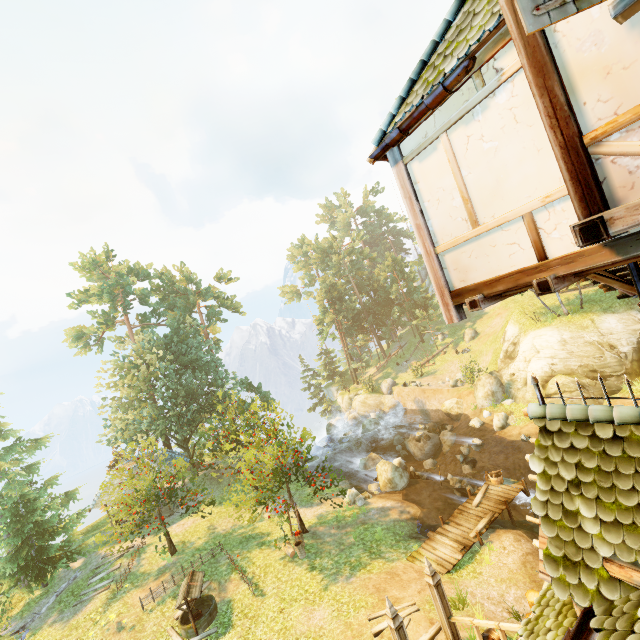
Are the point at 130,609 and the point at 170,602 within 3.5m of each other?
yes

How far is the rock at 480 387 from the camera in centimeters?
2644cm

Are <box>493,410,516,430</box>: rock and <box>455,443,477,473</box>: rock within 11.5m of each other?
yes

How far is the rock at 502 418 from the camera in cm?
2323

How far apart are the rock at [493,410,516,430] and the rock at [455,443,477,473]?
2.2 meters

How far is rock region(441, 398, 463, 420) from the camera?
29.2 meters

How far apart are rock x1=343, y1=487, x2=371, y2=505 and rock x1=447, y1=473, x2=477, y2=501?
4.9 meters

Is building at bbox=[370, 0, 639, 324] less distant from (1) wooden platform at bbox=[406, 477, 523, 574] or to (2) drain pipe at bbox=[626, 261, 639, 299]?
(2) drain pipe at bbox=[626, 261, 639, 299]
